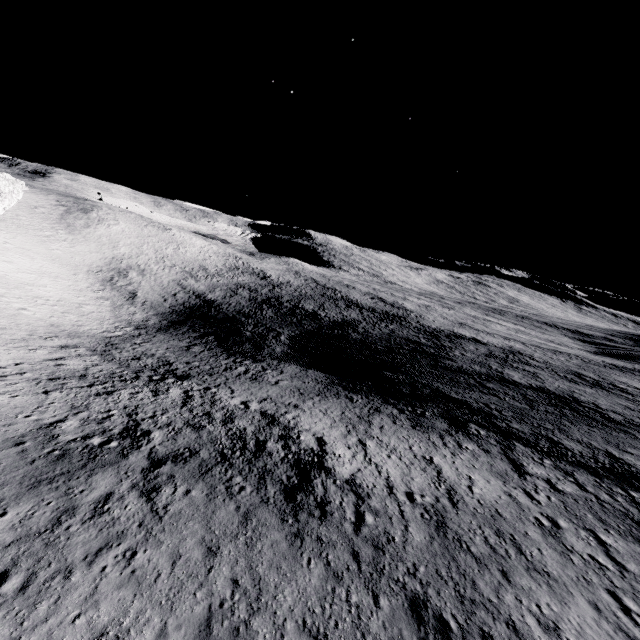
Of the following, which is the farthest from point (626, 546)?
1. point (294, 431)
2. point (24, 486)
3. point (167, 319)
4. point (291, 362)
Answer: point (167, 319)
